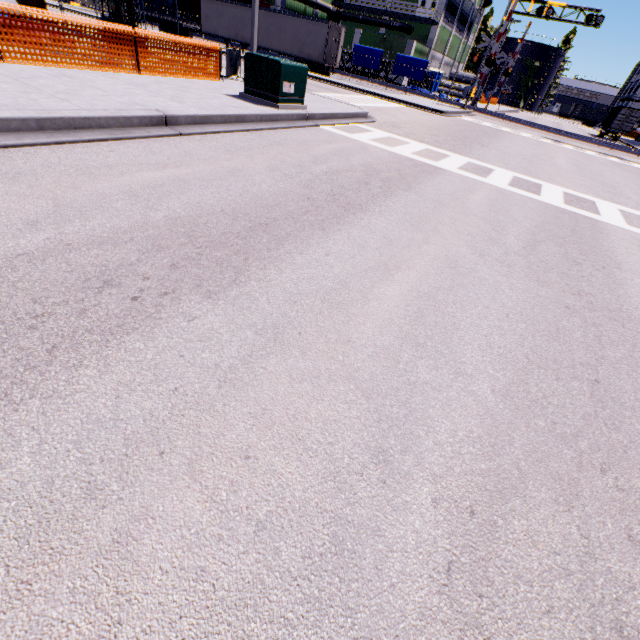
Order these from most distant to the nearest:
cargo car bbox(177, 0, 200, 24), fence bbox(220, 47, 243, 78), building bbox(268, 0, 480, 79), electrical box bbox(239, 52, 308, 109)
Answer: building bbox(268, 0, 480, 79) < cargo car bbox(177, 0, 200, 24) < fence bbox(220, 47, 243, 78) < electrical box bbox(239, 52, 308, 109)

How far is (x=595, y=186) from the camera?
11.06m

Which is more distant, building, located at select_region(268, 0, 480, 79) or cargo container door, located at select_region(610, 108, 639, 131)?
building, located at select_region(268, 0, 480, 79)

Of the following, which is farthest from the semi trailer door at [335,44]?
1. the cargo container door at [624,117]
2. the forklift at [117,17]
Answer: the cargo container door at [624,117]

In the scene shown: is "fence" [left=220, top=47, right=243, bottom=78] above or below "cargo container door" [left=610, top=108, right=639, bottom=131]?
below

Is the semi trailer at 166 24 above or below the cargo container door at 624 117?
below

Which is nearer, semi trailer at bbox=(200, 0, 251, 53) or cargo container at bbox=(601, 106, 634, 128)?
semi trailer at bbox=(200, 0, 251, 53)

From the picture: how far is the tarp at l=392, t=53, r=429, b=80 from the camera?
36.4 meters
